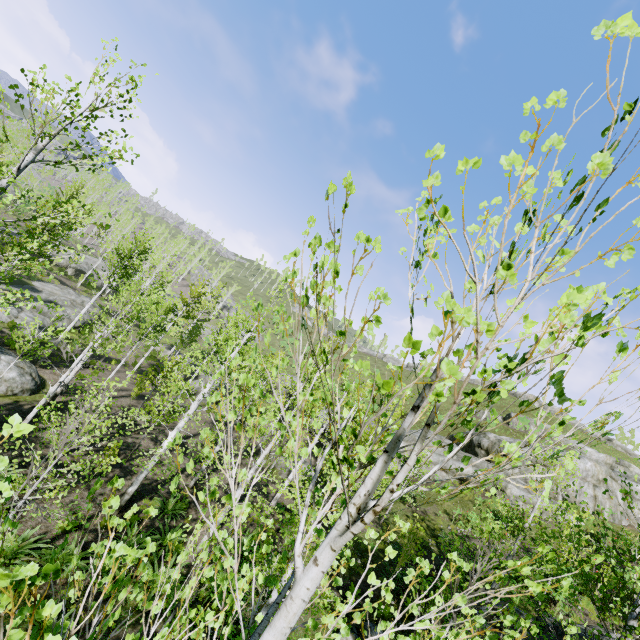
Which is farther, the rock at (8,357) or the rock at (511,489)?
the rock at (511,489)

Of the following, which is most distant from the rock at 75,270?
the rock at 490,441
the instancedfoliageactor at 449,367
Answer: the rock at 490,441

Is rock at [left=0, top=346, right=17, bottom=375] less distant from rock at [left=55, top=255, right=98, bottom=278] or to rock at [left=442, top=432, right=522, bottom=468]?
rock at [left=55, top=255, right=98, bottom=278]

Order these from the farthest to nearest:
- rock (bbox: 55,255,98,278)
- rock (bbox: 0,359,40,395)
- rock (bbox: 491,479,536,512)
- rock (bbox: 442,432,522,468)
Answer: rock (bbox: 55,255,98,278), rock (bbox: 442,432,522,468), rock (bbox: 491,479,536,512), rock (bbox: 0,359,40,395)

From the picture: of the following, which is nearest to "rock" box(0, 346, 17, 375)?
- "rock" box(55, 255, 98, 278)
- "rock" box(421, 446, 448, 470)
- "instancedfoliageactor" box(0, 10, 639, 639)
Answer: "instancedfoliageactor" box(0, 10, 639, 639)

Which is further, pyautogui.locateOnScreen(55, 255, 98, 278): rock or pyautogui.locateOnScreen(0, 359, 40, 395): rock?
pyautogui.locateOnScreen(55, 255, 98, 278): rock

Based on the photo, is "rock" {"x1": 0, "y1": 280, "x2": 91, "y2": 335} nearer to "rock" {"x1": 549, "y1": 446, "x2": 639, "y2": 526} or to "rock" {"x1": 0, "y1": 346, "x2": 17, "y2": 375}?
"rock" {"x1": 0, "y1": 346, "x2": 17, "y2": 375}

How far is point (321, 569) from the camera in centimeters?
145cm
